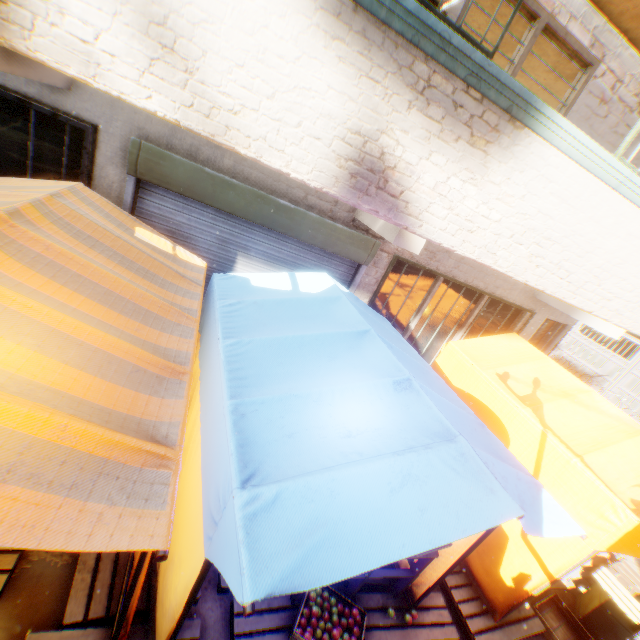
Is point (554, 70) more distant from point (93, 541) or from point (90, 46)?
point (93, 541)

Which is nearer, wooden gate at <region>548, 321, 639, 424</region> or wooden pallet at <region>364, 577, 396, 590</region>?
wooden pallet at <region>364, 577, 396, 590</region>

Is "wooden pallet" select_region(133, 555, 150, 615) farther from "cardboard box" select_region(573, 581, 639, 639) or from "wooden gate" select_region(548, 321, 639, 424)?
"wooden gate" select_region(548, 321, 639, 424)

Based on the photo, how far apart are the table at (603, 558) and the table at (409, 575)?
2.4 meters

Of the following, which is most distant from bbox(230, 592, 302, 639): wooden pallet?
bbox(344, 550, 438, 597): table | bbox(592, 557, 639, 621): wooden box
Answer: bbox(592, 557, 639, 621): wooden box

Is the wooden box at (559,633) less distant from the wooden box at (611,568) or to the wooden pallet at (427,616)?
the wooden pallet at (427,616)

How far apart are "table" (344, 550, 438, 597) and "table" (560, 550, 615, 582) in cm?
241

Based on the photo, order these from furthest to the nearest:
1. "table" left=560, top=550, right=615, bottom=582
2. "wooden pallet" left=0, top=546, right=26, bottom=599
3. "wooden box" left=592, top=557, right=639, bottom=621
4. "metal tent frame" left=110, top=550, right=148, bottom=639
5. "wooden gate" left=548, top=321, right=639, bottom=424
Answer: "wooden gate" left=548, top=321, right=639, bottom=424 → "table" left=560, top=550, right=615, bottom=582 → "wooden box" left=592, top=557, right=639, bottom=621 → "wooden pallet" left=0, top=546, right=26, bottom=599 → "metal tent frame" left=110, top=550, right=148, bottom=639
